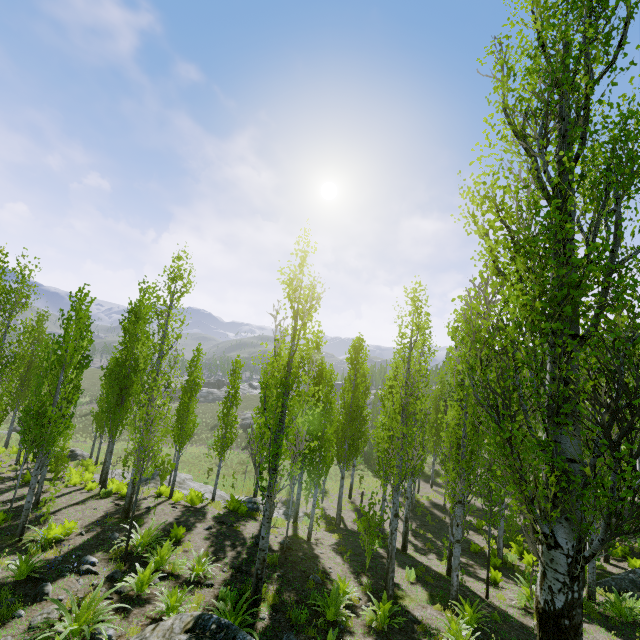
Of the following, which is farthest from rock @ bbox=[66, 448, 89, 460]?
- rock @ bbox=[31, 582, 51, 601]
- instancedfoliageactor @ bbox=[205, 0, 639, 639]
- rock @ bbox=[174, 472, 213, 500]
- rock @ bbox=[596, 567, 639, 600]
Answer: rock @ bbox=[596, 567, 639, 600]

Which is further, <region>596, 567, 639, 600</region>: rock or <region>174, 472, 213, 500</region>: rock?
<region>174, 472, 213, 500</region>: rock

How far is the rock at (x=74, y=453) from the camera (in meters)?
25.23

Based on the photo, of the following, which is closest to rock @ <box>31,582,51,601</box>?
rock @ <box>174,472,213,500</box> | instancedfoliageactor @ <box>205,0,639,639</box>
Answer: instancedfoliageactor @ <box>205,0,639,639</box>

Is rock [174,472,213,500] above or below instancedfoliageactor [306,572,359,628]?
below

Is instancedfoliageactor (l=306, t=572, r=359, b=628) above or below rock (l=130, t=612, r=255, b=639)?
below

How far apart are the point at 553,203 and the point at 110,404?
18.7m

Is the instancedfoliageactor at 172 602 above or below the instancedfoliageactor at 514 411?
below
